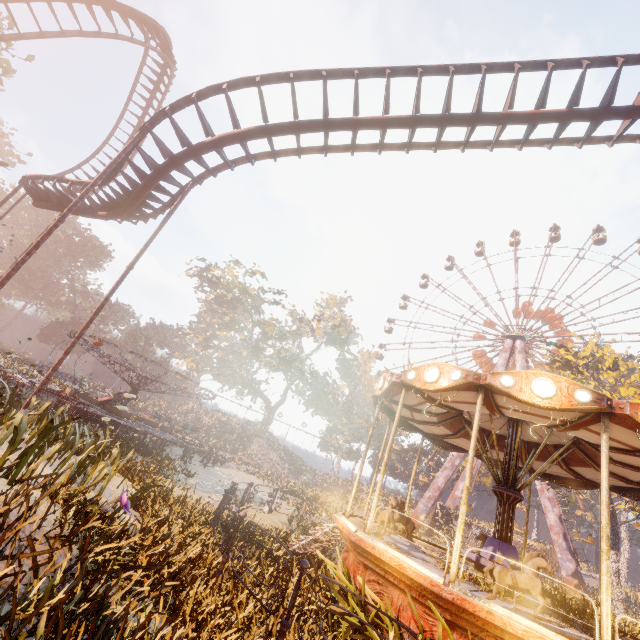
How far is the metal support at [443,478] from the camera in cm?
3672

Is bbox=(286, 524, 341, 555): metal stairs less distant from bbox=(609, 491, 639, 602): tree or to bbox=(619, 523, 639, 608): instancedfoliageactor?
bbox=(609, 491, 639, 602): tree

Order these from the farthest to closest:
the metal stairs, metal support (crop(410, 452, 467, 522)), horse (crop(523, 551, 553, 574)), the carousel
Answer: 1. metal support (crop(410, 452, 467, 522))
2. the metal stairs
3. horse (crop(523, 551, 553, 574))
4. the carousel

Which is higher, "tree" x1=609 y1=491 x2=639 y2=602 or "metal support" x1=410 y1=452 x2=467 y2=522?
"metal support" x1=410 y1=452 x2=467 y2=522

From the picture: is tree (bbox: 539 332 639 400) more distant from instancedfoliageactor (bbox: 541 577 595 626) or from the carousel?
the carousel

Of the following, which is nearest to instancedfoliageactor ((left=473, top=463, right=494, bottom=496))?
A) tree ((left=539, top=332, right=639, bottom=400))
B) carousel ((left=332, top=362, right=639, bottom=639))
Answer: tree ((left=539, top=332, right=639, bottom=400))

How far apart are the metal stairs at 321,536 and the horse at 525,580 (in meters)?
3.81

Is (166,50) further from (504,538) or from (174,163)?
(504,538)
